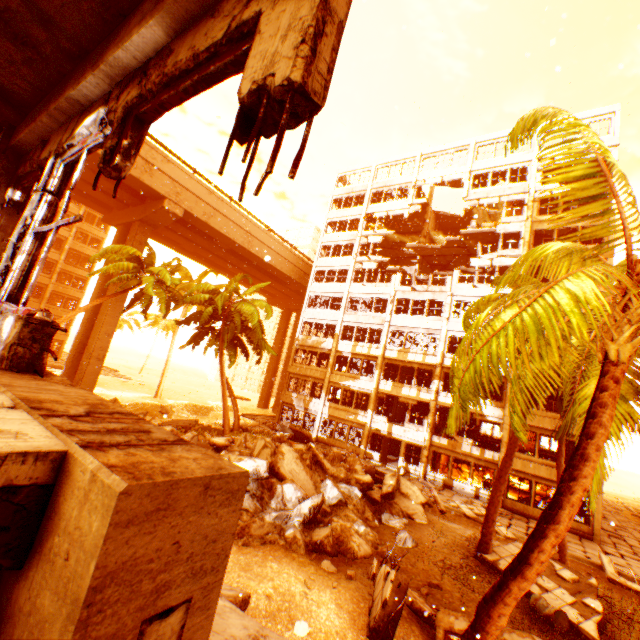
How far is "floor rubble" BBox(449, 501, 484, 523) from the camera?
17.3 meters

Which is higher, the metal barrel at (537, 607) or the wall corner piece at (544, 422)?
the wall corner piece at (544, 422)

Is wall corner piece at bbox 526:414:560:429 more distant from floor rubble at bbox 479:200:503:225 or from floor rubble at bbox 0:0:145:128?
floor rubble at bbox 0:0:145:128

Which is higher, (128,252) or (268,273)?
(268,273)

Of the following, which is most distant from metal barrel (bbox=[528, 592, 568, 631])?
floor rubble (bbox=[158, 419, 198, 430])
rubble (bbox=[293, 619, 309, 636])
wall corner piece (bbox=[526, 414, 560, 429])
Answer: floor rubble (bbox=[158, 419, 198, 430])

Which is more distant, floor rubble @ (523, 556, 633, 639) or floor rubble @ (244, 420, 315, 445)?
floor rubble @ (244, 420, 315, 445)

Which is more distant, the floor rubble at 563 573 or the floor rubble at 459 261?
the floor rubble at 459 261

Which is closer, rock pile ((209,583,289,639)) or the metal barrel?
rock pile ((209,583,289,639))
